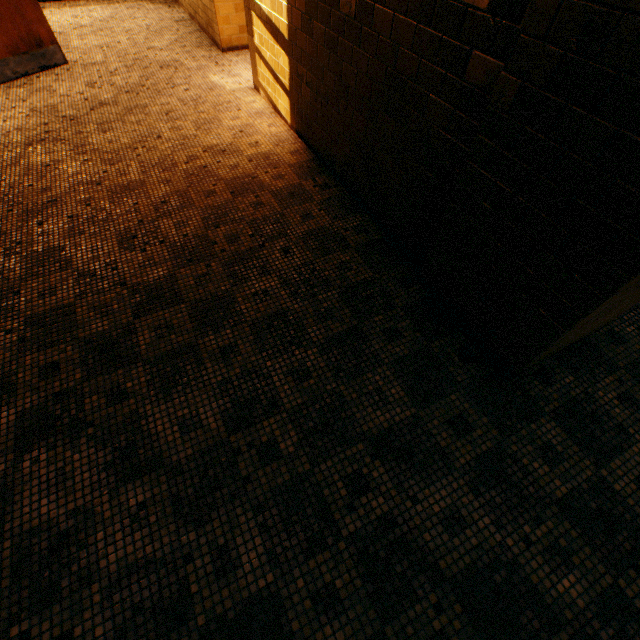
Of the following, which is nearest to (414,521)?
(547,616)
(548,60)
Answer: (547,616)
